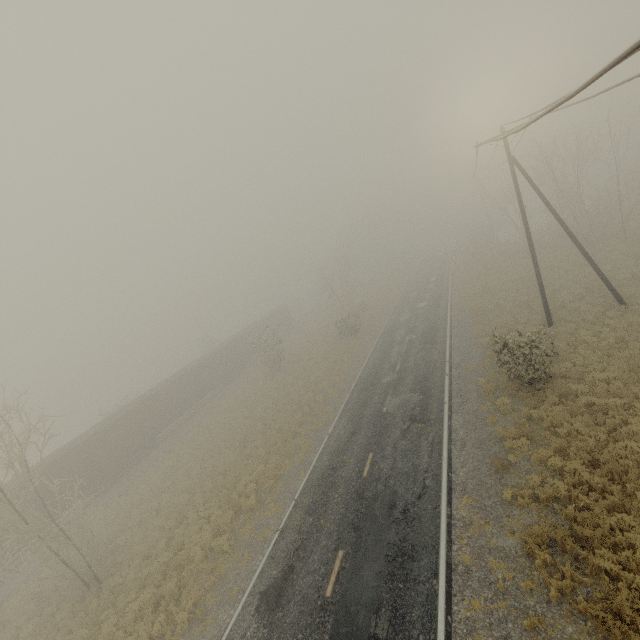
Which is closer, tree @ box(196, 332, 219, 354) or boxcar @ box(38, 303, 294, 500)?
boxcar @ box(38, 303, 294, 500)

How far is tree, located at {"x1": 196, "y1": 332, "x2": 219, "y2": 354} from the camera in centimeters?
5600cm

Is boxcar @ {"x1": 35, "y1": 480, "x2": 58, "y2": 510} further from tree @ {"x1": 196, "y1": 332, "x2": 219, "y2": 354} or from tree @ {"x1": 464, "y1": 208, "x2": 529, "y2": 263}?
tree @ {"x1": 464, "y1": 208, "x2": 529, "y2": 263}

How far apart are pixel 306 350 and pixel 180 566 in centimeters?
2697cm

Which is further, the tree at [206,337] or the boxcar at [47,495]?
the tree at [206,337]

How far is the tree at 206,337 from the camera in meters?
56.0

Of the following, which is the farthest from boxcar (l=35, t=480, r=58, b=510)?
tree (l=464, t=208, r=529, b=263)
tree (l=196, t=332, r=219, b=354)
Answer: tree (l=464, t=208, r=529, b=263)
